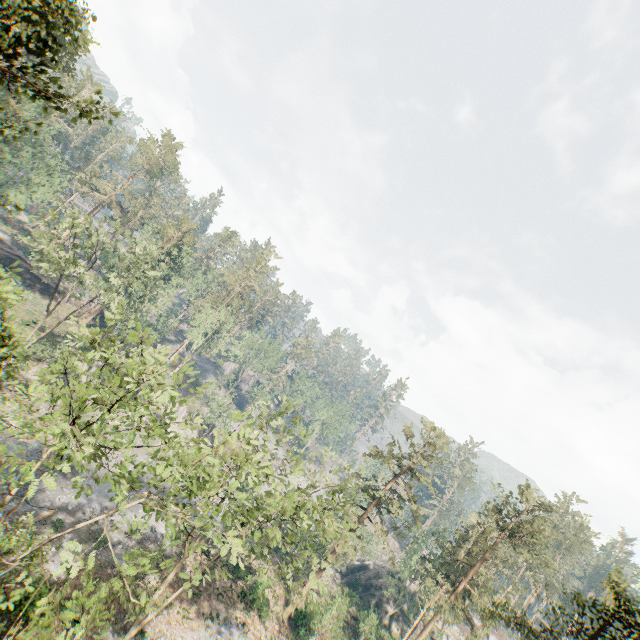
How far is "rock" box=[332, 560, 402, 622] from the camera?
48.3m

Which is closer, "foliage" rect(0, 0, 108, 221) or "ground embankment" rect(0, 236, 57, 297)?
"foliage" rect(0, 0, 108, 221)

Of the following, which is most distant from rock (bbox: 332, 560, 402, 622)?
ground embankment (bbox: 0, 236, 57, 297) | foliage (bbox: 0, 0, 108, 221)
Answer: ground embankment (bbox: 0, 236, 57, 297)

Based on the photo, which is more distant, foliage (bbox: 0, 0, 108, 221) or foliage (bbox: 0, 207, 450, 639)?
foliage (bbox: 0, 0, 108, 221)

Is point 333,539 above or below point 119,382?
below

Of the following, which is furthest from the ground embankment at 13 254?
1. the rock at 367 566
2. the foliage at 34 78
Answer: the rock at 367 566
